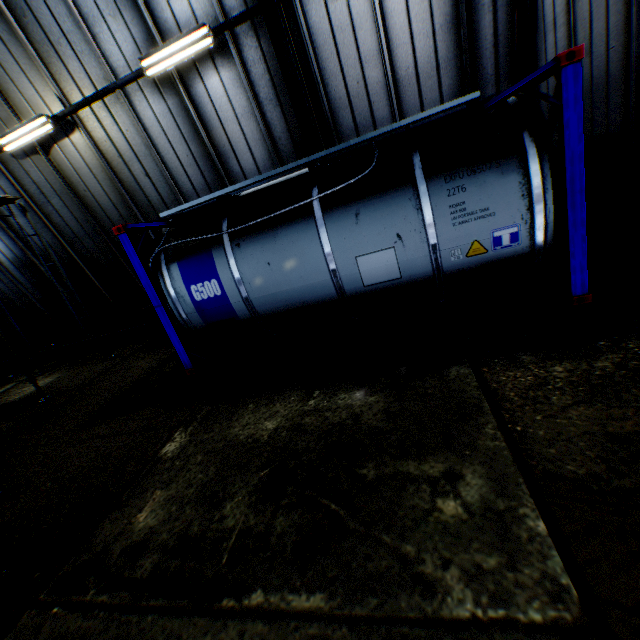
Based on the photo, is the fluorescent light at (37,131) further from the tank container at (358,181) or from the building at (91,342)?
the tank container at (358,181)

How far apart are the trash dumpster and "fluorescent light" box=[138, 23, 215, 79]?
4.64m

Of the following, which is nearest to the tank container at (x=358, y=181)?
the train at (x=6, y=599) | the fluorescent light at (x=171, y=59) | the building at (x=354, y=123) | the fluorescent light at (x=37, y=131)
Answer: the building at (x=354, y=123)

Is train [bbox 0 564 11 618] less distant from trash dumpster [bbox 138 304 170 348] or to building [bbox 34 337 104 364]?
building [bbox 34 337 104 364]

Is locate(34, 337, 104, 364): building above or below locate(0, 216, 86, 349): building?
below

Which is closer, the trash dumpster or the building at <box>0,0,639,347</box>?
the building at <box>0,0,639,347</box>

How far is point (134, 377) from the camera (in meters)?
7.41

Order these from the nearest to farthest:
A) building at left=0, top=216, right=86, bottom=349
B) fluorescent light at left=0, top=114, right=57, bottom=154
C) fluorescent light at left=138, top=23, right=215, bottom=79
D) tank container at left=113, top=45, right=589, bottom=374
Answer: tank container at left=113, top=45, right=589, bottom=374, fluorescent light at left=138, top=23, right=215, bottom=79, fluorescent light at left=0, top=114, right=57, bottom=154, building at left=0, top=216, right=86, bottom=349
